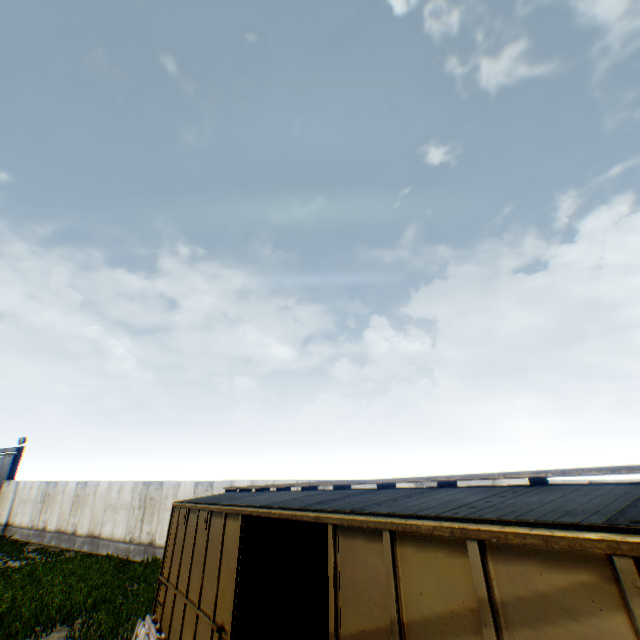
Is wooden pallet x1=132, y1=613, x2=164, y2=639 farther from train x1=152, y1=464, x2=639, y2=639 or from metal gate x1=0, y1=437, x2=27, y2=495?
metal gate x1=0, y1=437, x2=27, y2=495

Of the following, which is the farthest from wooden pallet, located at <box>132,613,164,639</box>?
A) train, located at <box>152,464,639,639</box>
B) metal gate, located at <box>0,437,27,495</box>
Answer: metal gate, located at <box>0,437,27,495</box>

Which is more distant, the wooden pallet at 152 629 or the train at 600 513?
the wooden pallet at 152 629

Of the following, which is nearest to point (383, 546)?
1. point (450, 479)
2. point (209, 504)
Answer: point (450, 479)

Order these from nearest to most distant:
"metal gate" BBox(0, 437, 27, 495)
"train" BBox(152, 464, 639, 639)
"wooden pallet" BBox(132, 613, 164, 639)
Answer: "train" BBox(152, 464, 639, 639), "wooden pallet" BBox(132, 613, 164, 639), "metal gate" BBox(0, 437, 27, 495)

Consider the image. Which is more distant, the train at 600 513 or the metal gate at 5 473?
the metal gate at 5 473

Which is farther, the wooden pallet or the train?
the wooden pallet
